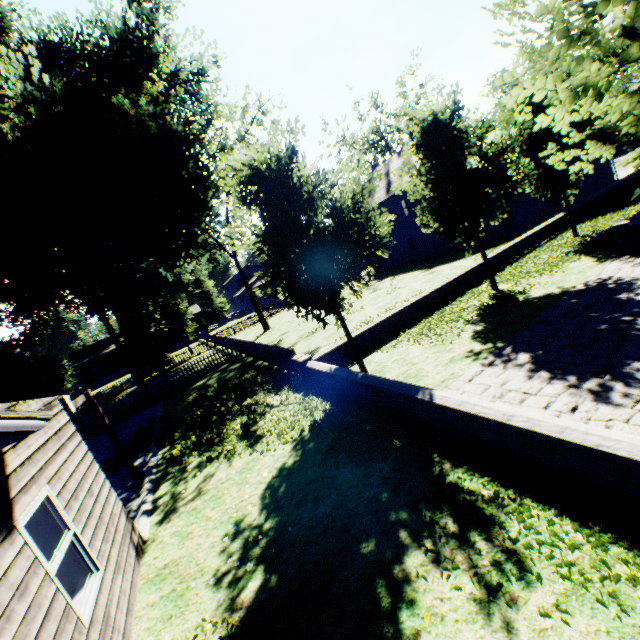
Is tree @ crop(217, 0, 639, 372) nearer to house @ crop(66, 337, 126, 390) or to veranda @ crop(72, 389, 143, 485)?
veranda @ crop(72, 389, 143, 485)

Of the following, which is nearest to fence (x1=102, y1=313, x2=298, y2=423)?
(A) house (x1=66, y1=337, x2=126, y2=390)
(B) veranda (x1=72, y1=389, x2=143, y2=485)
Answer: (A) house (x1=66, y1=337, x2=126, y2=390)

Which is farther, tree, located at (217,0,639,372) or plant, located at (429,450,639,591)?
plant, located at (429,450,639,591)

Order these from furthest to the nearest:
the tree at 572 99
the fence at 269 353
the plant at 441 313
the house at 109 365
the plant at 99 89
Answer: the house at 109 365
the plant at 99 89
the fence at 269 353
the plant at 441 313
the tree at 572 99

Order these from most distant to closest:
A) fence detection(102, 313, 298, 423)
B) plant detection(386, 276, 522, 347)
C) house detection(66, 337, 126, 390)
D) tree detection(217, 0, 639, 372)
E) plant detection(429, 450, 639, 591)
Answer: house detection(66, 337, 126, 390) → fence detection(102, 313, 298, 423) → plant detection(386, 276, 522, 347) → plant detection(429, 450, 639, 591) → tree detection(217, 0, 639, 372)

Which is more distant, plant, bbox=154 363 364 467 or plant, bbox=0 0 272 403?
plant, bbox=0 0 272 403

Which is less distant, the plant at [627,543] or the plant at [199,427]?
the plant at [627,543]

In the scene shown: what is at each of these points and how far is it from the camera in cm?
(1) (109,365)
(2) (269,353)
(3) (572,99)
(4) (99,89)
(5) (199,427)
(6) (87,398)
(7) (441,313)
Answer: (1) house, 5166
(2) fence, 1594
(3) tree, 237
(4) plant, 1980
(5) plant, 1215
(6) veranda, 878
(7) plant, 1297
